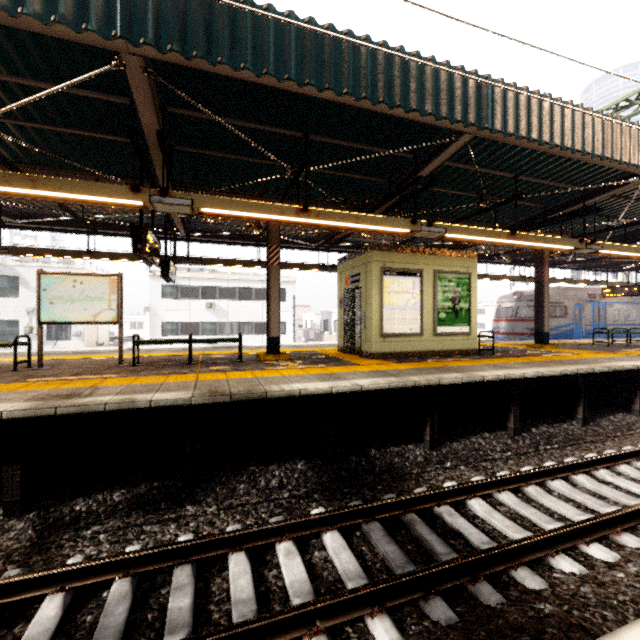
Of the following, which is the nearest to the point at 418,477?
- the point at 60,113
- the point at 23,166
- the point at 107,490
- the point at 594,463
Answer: the point at 594,463

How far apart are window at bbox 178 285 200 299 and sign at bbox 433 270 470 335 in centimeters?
2212cm

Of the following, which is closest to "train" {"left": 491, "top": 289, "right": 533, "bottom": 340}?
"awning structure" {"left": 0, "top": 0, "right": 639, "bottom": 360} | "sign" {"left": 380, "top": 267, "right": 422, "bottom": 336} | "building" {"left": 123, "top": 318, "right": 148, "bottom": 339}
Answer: "awning structure" {"left": 0, "top": 0, "right": 639, "bottom": 360}

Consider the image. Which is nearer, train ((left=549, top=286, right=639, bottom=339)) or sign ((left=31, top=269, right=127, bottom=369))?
sign ((left=31, top=269, right=127, bottom=369))

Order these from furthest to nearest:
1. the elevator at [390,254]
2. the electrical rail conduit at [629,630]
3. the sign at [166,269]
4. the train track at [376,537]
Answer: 1. the elevator at [390,254]
2. the sign at [166,269]
3. the train track at [376,537]
4. the electrical rail conduit at [629,630]

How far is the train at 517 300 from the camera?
17.6 meters

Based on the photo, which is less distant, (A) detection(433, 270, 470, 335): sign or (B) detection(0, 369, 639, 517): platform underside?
(B) detection(0, 369, 639, 517): platform underside

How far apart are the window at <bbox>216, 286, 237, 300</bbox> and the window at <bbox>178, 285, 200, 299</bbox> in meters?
1.1
